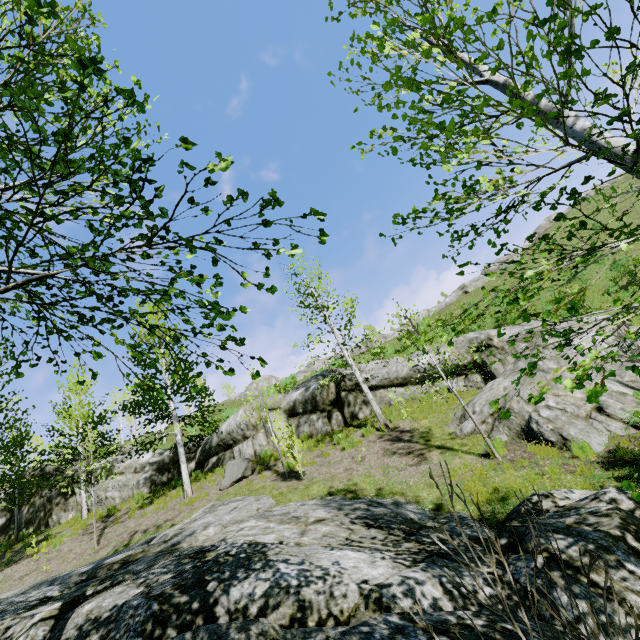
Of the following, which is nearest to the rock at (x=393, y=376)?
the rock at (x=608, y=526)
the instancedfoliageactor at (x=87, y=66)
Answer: the rock at (x=608, y=526)

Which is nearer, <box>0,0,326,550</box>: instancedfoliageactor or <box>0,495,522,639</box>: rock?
<box>0,0,326,550</box>: instancedfoliageactor

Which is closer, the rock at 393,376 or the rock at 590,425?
the rock at 590,425

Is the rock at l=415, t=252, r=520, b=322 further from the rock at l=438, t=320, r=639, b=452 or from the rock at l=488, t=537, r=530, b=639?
the rock at l=488, t=537, r=530, b=639

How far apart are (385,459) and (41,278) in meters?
9.6

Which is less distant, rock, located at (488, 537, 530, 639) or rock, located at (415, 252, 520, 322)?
rock, located at (488, 537, 530, 639)

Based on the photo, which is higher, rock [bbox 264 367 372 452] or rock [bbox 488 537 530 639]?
rock [bbox 264 367 372 452]

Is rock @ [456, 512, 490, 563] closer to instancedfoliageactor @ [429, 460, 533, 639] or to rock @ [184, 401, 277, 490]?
instancedfoliageactor @ [429, 460, 533, 639]
